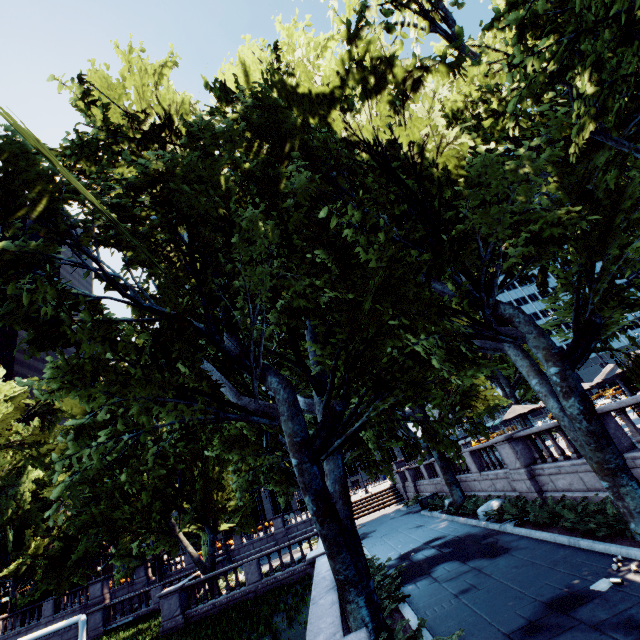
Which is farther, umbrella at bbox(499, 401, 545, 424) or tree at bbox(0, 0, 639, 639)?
umbrella at bbox(499, 401, 545, 424)

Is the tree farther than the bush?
No

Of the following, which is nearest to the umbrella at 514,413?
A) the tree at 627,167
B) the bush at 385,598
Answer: the tree at 627,167

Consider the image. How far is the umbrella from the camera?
21.0m

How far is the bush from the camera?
9.1 meters

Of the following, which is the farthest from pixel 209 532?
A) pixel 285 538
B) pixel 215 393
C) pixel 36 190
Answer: pixel 36 190

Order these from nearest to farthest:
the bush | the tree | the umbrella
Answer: the tree → the bush → the umbrella
